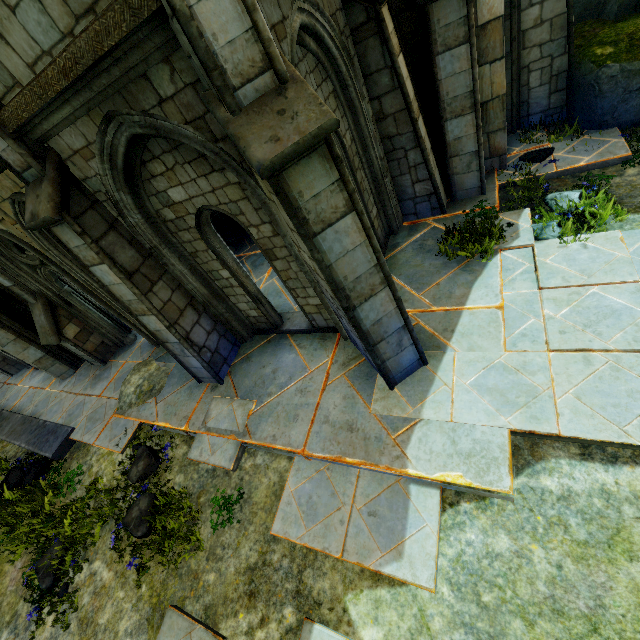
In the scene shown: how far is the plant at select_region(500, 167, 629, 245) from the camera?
5.40m

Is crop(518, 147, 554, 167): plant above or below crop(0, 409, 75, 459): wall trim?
below

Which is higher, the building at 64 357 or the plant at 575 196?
the building at 64 357

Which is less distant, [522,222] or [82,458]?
[522,222]

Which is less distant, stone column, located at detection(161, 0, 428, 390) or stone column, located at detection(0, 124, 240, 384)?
stone column, located at detection(161, 0, 428, 390)

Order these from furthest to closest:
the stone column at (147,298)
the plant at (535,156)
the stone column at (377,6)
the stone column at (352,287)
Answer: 1. the plant at (535,156)
2. the stone column at (377,6)
3. the stone column at (147,298)
4. the stone column at (352,287)

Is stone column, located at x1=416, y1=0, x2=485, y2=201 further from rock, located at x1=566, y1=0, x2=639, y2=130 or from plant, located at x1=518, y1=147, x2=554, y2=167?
rock, located at x1=566, y1=0, x2=639, y2=130

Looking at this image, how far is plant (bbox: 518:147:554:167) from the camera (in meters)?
7.00
